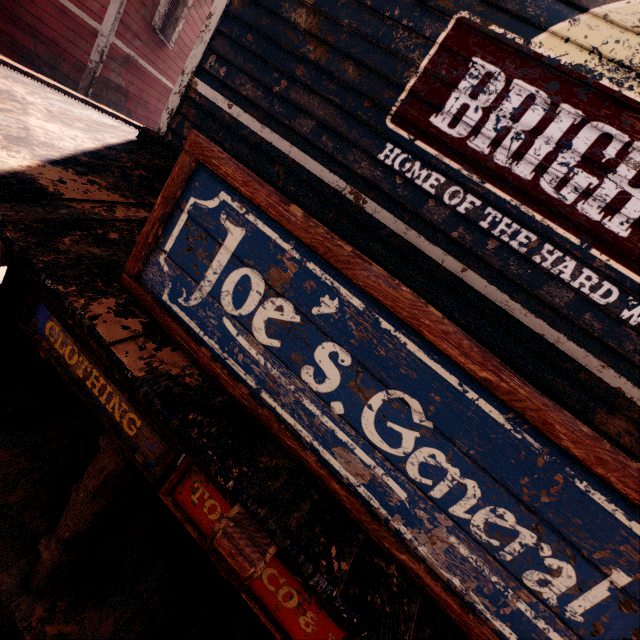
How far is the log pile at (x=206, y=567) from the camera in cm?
338

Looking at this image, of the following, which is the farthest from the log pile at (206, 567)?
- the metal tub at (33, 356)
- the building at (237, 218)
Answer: the metal tub at (33, 356)

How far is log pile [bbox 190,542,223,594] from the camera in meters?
3.4 m

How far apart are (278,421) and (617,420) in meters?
2.9

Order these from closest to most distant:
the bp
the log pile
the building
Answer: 1. the building
2. the log pile
3. the bp

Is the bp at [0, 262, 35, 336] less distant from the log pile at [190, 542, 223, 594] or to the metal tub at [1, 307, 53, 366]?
the metal tub at [1, 307, 53, 366]

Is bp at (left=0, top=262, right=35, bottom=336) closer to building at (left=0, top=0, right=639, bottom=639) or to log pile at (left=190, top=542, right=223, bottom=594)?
building at (left=0, top=0, right=639, bottom=639)
